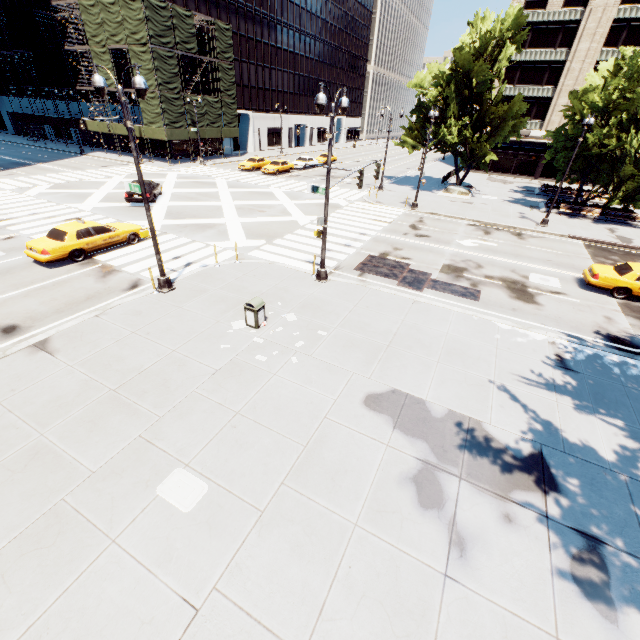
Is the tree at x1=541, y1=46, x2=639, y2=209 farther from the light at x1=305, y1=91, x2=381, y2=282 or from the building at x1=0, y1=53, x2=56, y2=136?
the building at x1=0, y1=53, x2=56, y2=136

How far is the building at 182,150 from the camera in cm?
4425

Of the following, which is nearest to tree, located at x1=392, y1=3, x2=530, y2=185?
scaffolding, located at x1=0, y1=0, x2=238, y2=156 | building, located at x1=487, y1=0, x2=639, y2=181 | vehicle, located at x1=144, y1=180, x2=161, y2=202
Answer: building, located at x1=487, y1=0, x2=639, y2=181

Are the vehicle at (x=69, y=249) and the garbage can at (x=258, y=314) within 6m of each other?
no

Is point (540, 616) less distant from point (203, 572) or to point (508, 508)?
point (508, 508)

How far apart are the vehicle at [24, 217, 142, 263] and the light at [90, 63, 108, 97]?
5.2 meters

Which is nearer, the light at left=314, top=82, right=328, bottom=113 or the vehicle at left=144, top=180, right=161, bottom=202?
the light at left=314, top=82, right=328, bottom=113

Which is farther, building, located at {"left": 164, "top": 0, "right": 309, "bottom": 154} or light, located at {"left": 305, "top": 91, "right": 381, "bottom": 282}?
building, located at {"left": 164, "top": 0, "right": 309, "bottom": 154}
